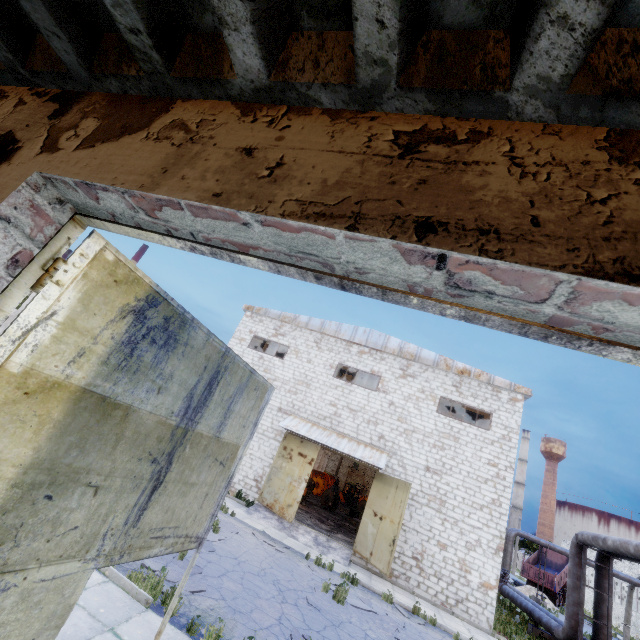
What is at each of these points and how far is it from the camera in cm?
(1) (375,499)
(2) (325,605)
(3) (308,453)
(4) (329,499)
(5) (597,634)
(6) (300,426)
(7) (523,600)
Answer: (1) door, 1642
(2) asphalt debris, 917
(3) door, 1739
(4) wire spool, 2684
(5) pipe, 1353
(6) awning, 1827
(7) pipe, 1797

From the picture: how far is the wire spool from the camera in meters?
26.6 m

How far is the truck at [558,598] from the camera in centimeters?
3344cm

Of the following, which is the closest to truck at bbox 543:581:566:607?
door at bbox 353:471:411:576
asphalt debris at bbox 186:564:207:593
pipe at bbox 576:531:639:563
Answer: pipe at bbox 576:531:639:563

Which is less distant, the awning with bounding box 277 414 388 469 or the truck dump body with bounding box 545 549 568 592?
the awning with bounding box 277 414 388 469

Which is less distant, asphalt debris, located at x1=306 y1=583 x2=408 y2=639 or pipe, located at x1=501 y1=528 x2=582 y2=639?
asphalt debris, located at x1=306 y1=583 x2=408 y2=639

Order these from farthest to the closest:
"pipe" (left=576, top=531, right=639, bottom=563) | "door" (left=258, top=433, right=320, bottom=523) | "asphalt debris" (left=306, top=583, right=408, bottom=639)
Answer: "door" (left=258, top=433, right=320, bottom=523), "pipe" (left=576, top=531, right=639, bottom=563), "asphalt debris" (left=306, top=583, right=408, bottom=639)

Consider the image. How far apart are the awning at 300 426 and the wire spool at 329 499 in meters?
11.1
